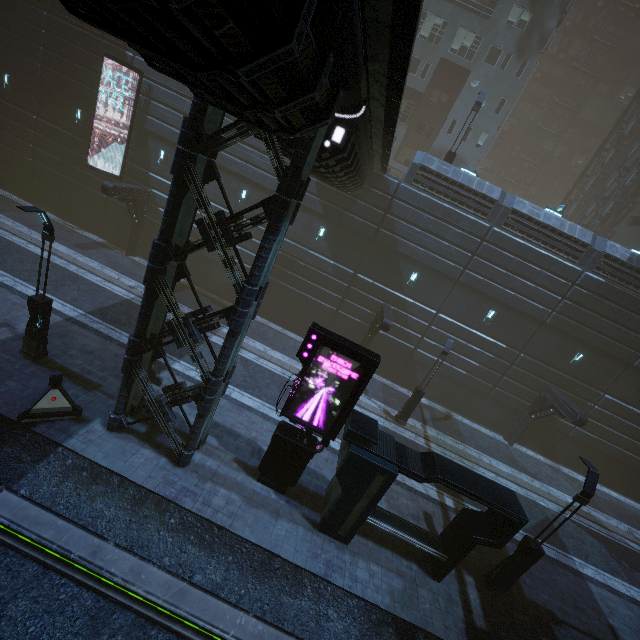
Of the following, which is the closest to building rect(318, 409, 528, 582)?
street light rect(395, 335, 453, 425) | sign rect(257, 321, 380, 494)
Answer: sign rect(257, 321, 380, 494)

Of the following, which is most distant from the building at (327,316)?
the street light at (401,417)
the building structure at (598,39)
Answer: the street light at (401,417)

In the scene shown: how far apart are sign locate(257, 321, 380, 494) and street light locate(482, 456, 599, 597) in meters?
7.4 m

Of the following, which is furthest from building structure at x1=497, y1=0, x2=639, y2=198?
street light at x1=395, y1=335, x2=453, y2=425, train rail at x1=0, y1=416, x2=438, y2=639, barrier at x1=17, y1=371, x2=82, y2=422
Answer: barrier at x1=17, y1=371, x2=82, y2=422

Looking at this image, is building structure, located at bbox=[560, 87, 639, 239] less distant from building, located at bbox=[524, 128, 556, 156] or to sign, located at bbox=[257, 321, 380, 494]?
building, located at bbox=[524, 128, 556, 156]

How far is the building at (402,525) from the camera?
9.6 meters

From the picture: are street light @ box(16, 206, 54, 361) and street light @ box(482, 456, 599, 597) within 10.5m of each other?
no

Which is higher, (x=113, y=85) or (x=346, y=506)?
(x=113, y=85)
